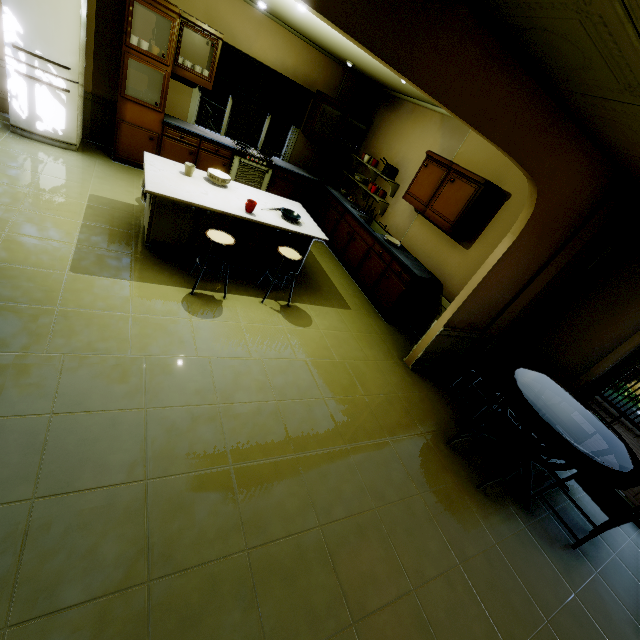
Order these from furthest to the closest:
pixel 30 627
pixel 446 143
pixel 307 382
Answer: pixel 446 143 < pixel 307 382 < pixel 30 627

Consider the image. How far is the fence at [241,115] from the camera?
9.2m

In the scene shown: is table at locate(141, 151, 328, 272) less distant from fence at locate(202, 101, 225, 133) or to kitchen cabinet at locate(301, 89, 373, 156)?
kitchen cabinet at locate(301, 89, 373, 156)

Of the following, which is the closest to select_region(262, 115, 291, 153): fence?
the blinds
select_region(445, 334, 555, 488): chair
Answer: the blinds

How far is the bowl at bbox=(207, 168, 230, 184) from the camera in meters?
3.8

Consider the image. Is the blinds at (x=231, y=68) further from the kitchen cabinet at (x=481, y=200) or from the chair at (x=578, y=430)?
the chair at (x=578, y=430)

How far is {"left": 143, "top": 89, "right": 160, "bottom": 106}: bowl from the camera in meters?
4.8

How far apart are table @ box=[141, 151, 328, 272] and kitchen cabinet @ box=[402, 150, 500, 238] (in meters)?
1.25
